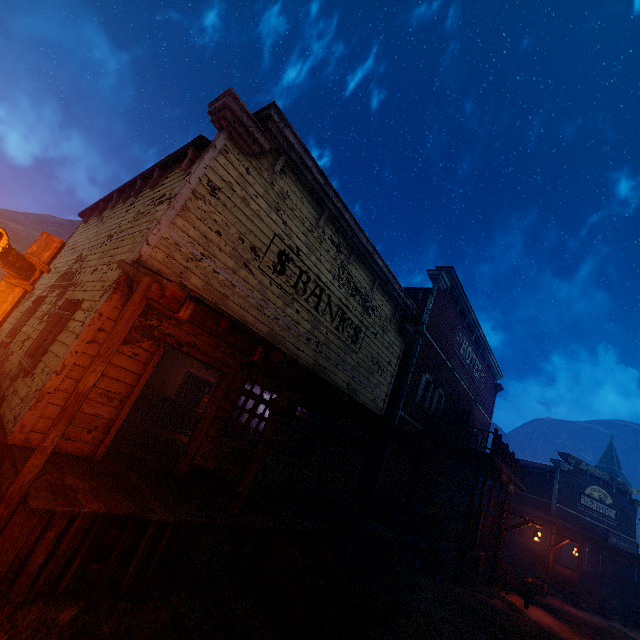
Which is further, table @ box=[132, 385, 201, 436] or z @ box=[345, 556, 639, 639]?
table @ box=[132, 385, 201, 436]

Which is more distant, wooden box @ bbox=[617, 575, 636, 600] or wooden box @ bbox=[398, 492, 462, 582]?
wooden box @ bbox=[617, 575, 636, 600]

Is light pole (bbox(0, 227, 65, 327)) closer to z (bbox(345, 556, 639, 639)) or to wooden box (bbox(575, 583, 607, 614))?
z (bbox(345, 556, 639, 639))

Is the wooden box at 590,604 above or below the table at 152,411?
below

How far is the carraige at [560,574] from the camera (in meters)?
17.38

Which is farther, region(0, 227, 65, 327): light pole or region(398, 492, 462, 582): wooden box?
region(398, 492, 462, 582): wooden box

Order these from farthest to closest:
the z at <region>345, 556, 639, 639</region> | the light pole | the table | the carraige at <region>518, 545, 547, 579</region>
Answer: the carraige at <region>518, 545, 547, 579</region>, the table, the z at <region>345, 556, 639, 639</region>, the light pole

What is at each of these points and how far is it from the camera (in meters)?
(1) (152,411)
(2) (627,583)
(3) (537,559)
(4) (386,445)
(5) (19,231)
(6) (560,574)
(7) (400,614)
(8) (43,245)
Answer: (1) table, 12.89
(2) wooden box, 24.06
(3) carraige, 18.98
(4) building, 13.19
(5) z, 32.75
(6) carraige, 17.52
(7) z, 7.04
(8) light pole, 2.88
